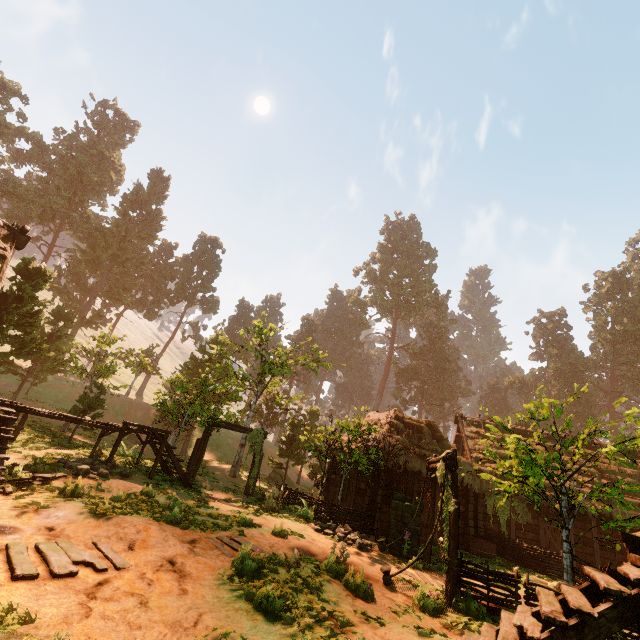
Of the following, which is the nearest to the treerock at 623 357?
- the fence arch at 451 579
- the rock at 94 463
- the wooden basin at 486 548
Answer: the fence arch at 451 579

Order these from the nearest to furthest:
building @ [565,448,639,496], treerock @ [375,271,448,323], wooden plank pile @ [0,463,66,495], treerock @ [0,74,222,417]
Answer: wooden plank pile @ [0,463,66,495] → building @ [565,448,639,496] → treerock @ [0,74,222,417] → treerock @ [375,271,448,323]

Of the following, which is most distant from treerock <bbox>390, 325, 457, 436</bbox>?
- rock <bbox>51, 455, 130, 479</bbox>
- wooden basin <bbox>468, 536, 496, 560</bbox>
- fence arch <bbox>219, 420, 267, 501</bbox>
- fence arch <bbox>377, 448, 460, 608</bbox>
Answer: wooden basin <bbox>468, 536, 496, 560</bbox>

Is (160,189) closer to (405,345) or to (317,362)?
(317,362)

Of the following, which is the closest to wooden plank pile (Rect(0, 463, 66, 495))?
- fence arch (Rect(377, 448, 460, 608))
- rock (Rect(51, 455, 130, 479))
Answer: rock (Rect(51, 455, 130, 479))

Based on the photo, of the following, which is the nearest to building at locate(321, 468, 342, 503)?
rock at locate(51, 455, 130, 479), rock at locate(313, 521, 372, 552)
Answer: rock at locate(51, 455, 130, 479)

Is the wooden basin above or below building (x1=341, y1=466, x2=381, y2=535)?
below

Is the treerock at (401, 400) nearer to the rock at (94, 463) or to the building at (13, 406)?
the building at (13, 406)
